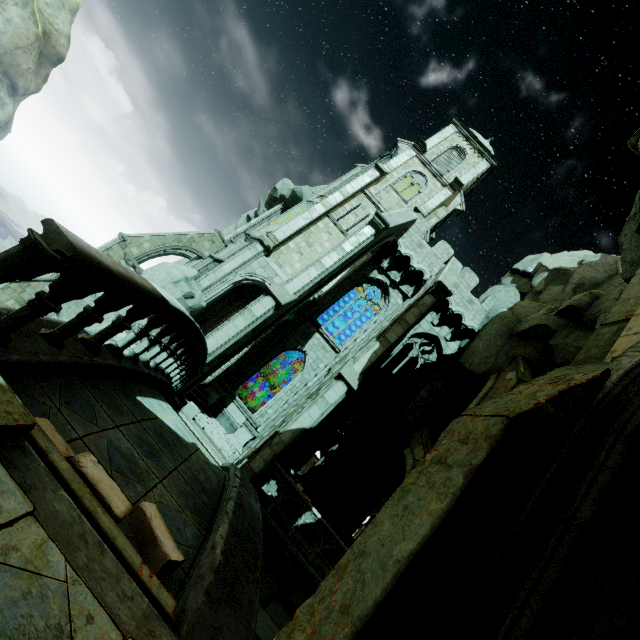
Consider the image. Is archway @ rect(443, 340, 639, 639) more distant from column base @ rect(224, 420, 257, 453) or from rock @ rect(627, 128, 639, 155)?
column base @ rect(224, 420, 257, 453)

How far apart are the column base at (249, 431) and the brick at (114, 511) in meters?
13.2

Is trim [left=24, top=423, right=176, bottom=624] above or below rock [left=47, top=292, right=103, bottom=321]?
above

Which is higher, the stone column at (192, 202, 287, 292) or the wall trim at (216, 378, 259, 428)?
the stone column at (192, 202, 287, 292)

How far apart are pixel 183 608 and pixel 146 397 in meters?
4.3

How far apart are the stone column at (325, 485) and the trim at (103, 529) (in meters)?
15.01

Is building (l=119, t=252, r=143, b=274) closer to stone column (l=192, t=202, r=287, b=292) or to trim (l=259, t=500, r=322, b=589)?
stone column (l=192, t=202, r=287, b=292)

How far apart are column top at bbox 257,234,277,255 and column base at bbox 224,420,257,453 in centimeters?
952cm
